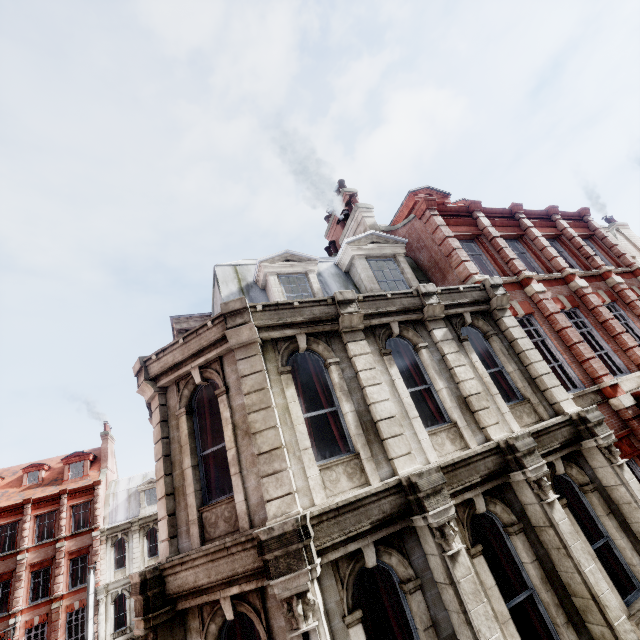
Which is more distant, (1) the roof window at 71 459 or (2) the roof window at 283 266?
(1) the roof window at 71 459

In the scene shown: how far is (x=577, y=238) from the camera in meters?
13.9 m

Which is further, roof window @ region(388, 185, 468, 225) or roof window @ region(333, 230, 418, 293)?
roof window @ region(388, 185, 468, 225)

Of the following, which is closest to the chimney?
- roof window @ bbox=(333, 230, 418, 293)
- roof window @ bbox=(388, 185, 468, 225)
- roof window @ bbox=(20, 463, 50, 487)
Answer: roof window @ bbox=(388, 185, 468, 225)

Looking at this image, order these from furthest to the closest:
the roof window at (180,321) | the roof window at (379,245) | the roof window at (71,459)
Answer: the roof window at (71,459)
the roof window at (379,245)
the roof window at (180,321)

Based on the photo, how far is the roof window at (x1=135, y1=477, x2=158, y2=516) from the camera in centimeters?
3034cm

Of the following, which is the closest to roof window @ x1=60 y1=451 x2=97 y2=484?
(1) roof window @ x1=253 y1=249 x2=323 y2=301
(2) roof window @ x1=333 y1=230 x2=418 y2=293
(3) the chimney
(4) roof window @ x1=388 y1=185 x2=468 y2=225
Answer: (3) the chimney

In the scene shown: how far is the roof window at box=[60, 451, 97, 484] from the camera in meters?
30.7
